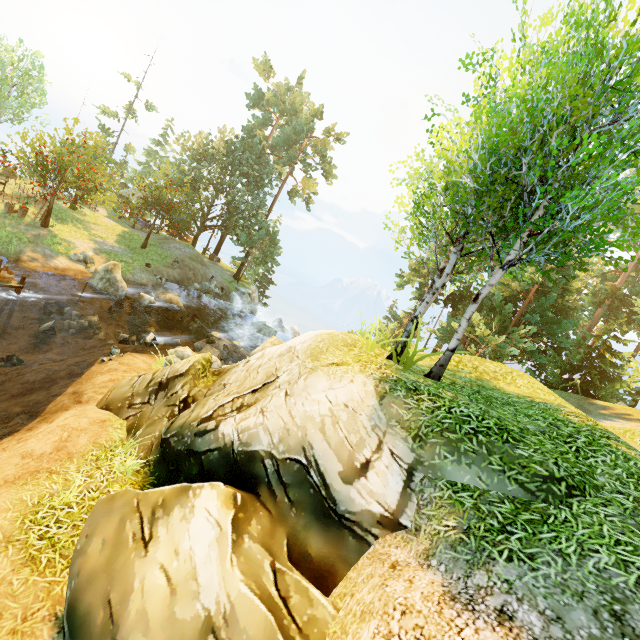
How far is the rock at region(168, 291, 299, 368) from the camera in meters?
15.5 m

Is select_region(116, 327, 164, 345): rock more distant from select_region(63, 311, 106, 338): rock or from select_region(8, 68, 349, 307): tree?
select_region(8, 68, 349, 307): tree

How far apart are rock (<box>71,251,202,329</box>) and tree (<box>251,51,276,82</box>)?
30.77m

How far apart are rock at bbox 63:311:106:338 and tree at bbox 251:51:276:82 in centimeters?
3514cm

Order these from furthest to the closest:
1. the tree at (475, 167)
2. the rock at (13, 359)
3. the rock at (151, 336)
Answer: the rock at (151, 336) < the rock at (13, 359) < the tree at (475, 167)

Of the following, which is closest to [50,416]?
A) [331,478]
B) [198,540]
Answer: [198,540]

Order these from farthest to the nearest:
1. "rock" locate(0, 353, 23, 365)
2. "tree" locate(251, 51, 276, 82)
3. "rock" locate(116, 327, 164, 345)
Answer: "tree" locate(251, 51, 276, 82)
"rock" locate(116, 327, 164, 345)
"rock" locate(0, 353, 23, 365)

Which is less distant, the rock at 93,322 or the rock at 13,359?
the rock at 13,359
